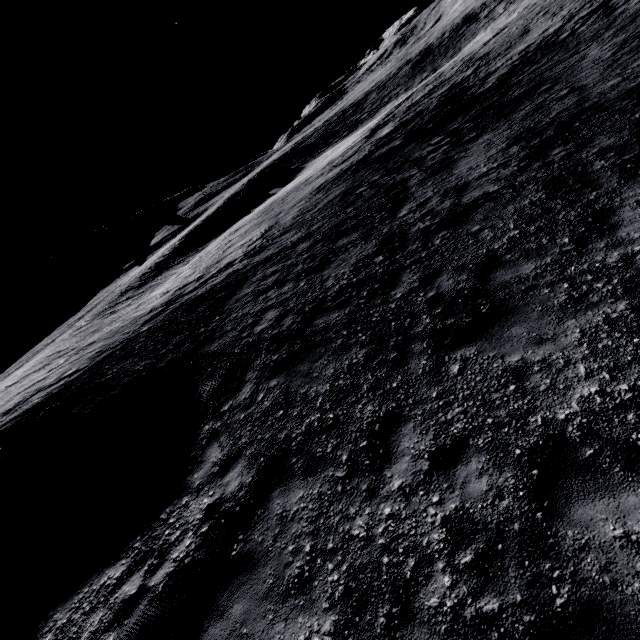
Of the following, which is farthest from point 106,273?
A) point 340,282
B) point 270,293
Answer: point 340,282
